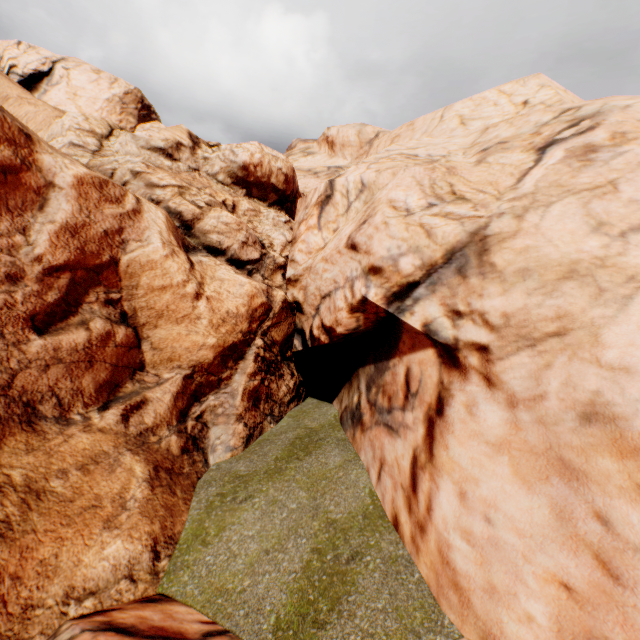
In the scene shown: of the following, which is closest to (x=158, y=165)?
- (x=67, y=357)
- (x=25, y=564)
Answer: (x=67, y=357)
